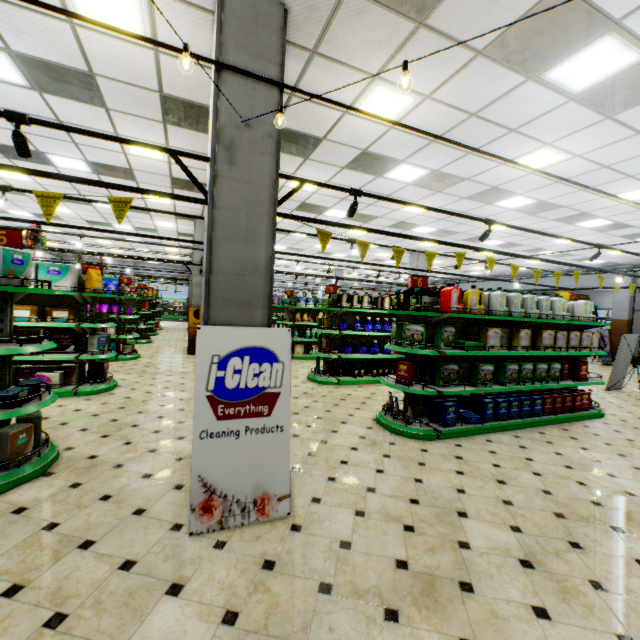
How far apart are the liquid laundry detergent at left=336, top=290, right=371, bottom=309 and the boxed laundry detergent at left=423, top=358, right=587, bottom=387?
3.22m

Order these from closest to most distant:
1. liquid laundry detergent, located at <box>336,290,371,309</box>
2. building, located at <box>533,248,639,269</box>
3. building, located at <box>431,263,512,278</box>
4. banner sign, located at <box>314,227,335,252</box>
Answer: banner sign, located at <box>314,227,335,252</box> → liquid laundry detergent, located at <box>336,290,371,309</box> → building, located at <box>533,248,639,269</box> → building, located at <box>431,263,512,278</box>

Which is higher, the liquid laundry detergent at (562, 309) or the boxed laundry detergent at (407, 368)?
the liquid laundry detergent at (562, 309)

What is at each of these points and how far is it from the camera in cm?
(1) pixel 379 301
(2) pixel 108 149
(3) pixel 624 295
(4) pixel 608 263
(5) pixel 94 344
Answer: (1) liquid laundry detergent, 859
(2) building, 681
(3) building, 1633
(4) building, 1617
(5) diaper, 619

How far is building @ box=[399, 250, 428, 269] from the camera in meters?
15.7

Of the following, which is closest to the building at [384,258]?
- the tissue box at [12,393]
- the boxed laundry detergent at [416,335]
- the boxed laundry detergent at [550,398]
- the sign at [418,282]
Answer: the boxed laundry detergent at [550,398]

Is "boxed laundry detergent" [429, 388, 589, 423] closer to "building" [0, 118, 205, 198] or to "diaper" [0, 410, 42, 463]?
"building" [0, 118, 205, 198]

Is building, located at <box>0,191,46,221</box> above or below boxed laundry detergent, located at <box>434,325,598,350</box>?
above
